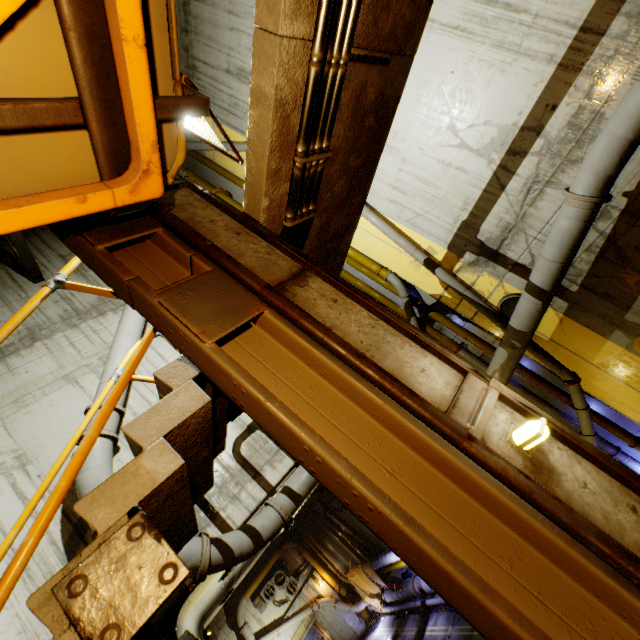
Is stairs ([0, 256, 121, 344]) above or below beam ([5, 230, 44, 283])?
below

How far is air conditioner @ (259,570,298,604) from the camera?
18.8m

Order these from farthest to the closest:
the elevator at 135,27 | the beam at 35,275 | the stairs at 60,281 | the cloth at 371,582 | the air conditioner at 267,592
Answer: the air conditioner at 267,592 → the cloth at 371,582 → the beam at 35,275 → the stairs at 60,281 → the elevator at 135,27

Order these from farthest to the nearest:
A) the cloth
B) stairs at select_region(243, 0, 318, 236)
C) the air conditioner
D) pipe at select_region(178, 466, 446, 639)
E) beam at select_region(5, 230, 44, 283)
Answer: the air conditioner
the cloth
beam at select_region(5, 230, 44, 283)
pipe at select_region(178, 466, 446, 639)
stairs at select_region(243, 0, 318, 236)

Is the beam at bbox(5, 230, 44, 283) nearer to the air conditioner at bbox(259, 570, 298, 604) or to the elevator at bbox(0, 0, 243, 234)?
the elevator at bbox(0, 0, 243, 234)

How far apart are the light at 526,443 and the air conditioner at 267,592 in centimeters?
2318cm

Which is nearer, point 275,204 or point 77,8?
point 77,8

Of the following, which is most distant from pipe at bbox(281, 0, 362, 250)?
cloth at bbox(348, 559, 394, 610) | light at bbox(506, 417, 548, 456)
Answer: light at bbox(506, 417, 548, 456)
